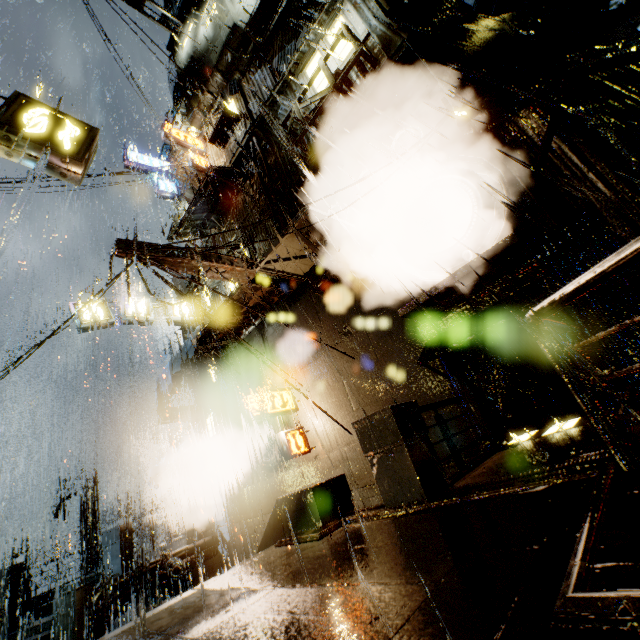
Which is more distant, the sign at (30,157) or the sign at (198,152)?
the sign at (198,152)

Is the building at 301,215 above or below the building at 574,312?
above

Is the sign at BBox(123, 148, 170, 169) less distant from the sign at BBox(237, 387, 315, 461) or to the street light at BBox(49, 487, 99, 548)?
the sign at BBox(237, 387, 315, 461)

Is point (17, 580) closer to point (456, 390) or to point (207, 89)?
point (456, 390)

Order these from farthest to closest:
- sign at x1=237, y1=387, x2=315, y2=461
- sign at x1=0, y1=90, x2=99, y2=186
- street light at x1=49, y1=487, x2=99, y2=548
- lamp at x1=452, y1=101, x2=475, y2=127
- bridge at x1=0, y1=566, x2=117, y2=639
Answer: street light at x1=49, y1=487, x2=99, y2=548 → bridge at x1=0, y1=566, x2=117, y2=639 → sign at x1=237, y1=387, x2=315, y2=461 → lamp at x1=452, y1=101, x2=475, y2=127 → sign at x1=0, y1=90, x2=99, y2=186

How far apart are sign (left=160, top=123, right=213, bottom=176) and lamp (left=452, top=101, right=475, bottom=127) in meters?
11.3 m

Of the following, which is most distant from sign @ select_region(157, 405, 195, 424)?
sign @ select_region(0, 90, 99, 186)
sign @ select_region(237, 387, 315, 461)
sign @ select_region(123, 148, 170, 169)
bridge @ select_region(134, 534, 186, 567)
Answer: sign @ select_region(123, 148, 170, 169)

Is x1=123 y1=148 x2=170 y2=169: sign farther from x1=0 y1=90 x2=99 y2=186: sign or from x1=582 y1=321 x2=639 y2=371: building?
x1=0 y1=90 x2=99 y2=186: sign
